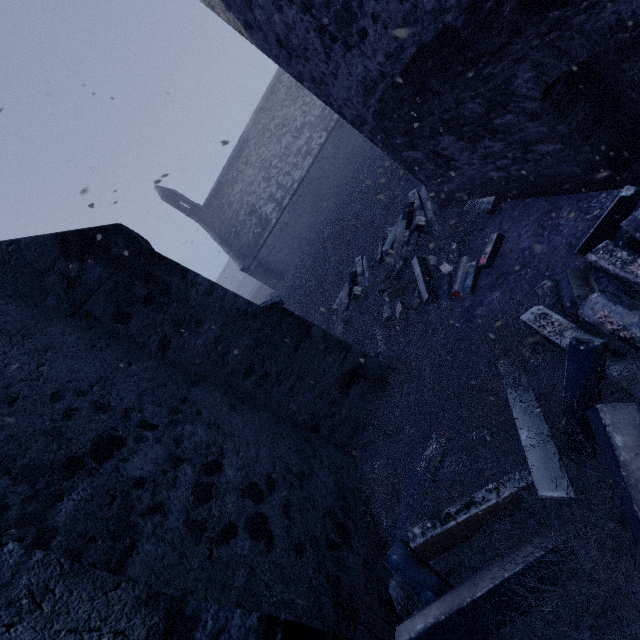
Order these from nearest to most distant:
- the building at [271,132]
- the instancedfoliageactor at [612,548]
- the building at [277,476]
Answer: the building at [277,476] → the instancedfoliageactor at [612,548] → the building at [271,132]

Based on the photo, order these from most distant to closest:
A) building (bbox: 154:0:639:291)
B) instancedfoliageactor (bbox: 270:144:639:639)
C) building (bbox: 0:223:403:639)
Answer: building (bbox: 154:0:639:291) → instancedfoliageactor (bbox: 270:144:639:639) → building (bbox: 0:223:403:639)

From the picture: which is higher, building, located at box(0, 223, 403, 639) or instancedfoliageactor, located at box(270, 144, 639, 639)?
→ building, located at box(0, 223, 403, 639)

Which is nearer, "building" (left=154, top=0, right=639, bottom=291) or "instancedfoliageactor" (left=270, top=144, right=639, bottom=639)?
"instancedfoliageactor" (left=270, top=144, right=639, bottom=639)

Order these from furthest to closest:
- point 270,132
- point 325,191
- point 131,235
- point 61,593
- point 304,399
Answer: point 270,132 → point 325,191 → point 304,399 → point 131,235 → point 61,593

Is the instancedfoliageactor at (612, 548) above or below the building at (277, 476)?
below

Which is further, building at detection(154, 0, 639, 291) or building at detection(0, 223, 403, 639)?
building at detection(154, 0, 639, 291)
